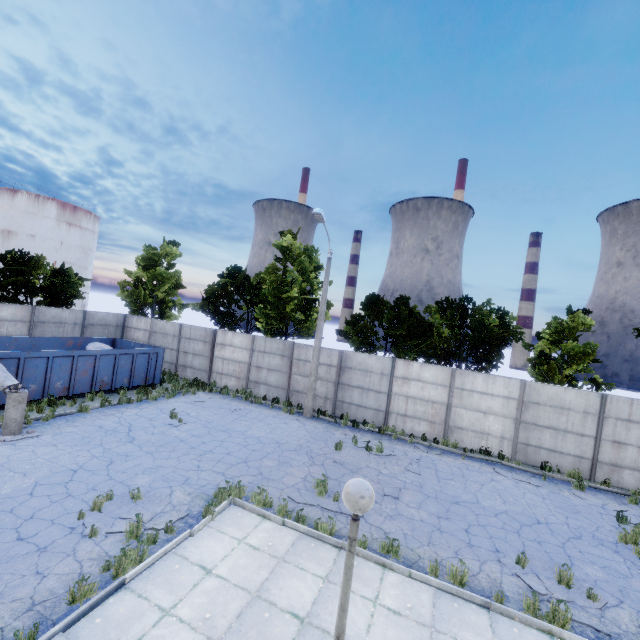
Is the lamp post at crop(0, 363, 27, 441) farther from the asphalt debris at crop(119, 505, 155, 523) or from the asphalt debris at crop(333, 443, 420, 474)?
the asphalt debris at crop(333, 443, 420, 474)

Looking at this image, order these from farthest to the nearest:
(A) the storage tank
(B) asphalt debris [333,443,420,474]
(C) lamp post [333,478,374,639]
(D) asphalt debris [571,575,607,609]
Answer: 1. (A) the storage tank
2. (B) asphalt debris [333,443,420,474]
3. (D) asphalt debris [571,575,607,609]
4. (C) lamp post [333,478,374,639]

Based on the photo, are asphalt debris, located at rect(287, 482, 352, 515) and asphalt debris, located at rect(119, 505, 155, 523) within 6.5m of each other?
yes

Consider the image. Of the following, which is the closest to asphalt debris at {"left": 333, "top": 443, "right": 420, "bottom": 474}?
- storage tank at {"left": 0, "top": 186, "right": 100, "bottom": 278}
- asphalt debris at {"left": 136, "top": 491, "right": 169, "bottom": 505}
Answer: asphalt debris at {"left": 136, "top": 491, "right": 169, "bottom": 505}

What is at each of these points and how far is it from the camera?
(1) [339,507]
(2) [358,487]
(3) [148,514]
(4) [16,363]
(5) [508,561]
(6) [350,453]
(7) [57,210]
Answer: (1) asphalt debris, 8.8 meters
(2) lamp post, 3.1 meters
(3) asphalt debris, 7.5 meters
(4) garbage container, 12.5 meters
(5) asphalt debris, 7.6 meters
(6) asphalt debris, 12.7 meters
(7) storage tank, 44.8 meters

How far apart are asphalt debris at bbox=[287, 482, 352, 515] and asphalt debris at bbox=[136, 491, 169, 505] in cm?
303

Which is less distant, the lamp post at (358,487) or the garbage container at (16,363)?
the lamp post at (358,487)

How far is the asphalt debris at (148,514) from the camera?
7.3 meters
